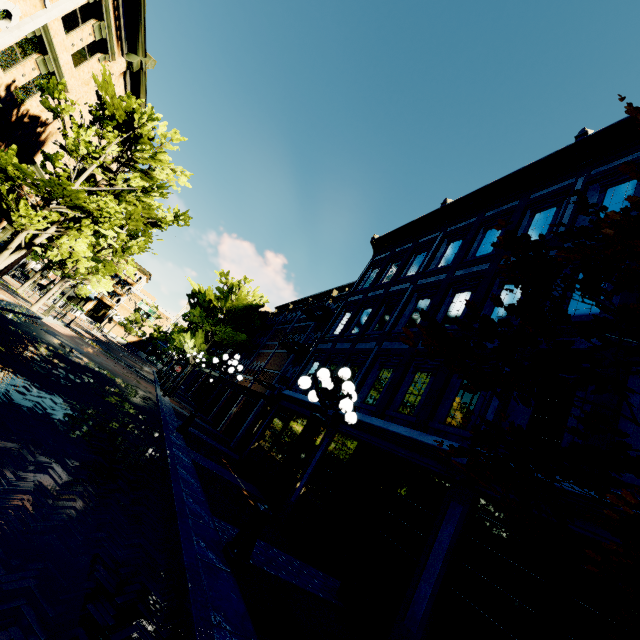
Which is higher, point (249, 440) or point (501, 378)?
point (501, 378)

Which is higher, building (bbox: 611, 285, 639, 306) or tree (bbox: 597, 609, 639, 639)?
building (bbox: 611, 285, 639, 306)

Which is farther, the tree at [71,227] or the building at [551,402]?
the tree at [71,227]

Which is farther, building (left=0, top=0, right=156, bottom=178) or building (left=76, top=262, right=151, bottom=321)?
building (left=76, top=262, right=151, bottom=321)

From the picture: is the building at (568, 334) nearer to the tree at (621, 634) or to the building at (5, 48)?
the tree at (621, 634)

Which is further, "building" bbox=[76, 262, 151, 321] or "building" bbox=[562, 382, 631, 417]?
"building" bbox=[76, 262, 151, 321]

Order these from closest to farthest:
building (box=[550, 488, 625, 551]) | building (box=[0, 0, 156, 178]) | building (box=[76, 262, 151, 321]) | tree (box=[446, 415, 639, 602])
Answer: tree (box=[446, 415, 639, 602]) → building (box=[550, 488, 625, 551]) → building (box=[0, 0, 156, 178]) → building (box=[76, 262, 151, 321])
